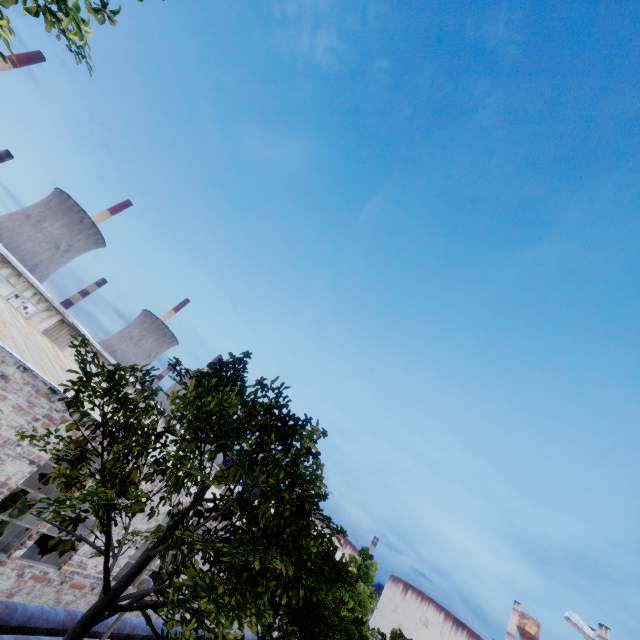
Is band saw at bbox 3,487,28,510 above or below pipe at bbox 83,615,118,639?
above

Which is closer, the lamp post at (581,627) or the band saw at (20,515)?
the band saw at (20,515)

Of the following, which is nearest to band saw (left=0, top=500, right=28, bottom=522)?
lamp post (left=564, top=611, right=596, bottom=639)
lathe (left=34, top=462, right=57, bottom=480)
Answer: lathe (left=34, top=462, right=57, bottom=480)

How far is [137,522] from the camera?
12.4m

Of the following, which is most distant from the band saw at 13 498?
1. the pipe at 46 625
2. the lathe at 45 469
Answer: the lathe at 45 469

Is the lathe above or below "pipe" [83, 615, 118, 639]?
below

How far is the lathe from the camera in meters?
19.2 m

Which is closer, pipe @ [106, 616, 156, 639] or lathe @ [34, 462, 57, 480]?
pipe @ [106, 616, 156, 639]
